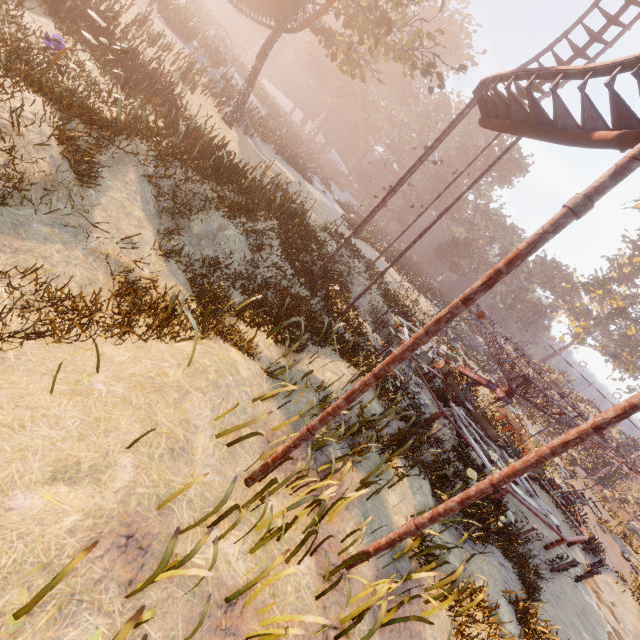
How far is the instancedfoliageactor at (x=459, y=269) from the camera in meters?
53.6 m

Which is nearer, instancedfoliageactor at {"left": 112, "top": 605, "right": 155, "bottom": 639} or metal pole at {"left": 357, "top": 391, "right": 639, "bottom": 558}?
instancedfoliageactor at {"left": 112, "top": 605, "right": 155, "bottom": 639}

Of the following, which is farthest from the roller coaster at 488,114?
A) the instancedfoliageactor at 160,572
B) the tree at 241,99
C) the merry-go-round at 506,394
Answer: the merry-go-round at 506,394

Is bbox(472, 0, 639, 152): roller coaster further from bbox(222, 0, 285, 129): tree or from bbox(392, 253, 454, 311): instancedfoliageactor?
bbox(392, 253, 454, 311): instancedfoliageactor

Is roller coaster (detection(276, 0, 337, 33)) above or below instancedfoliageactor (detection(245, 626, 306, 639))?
above

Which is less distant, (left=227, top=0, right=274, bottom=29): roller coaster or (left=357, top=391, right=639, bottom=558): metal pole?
(left=357, top=391, right=639, bottom=558): metal pole

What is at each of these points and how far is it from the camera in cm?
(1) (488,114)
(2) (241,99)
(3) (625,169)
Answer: (1) roller coaster, 1191
(2) tree, 1994
(3) metal pole, 281

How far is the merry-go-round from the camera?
11.69m
